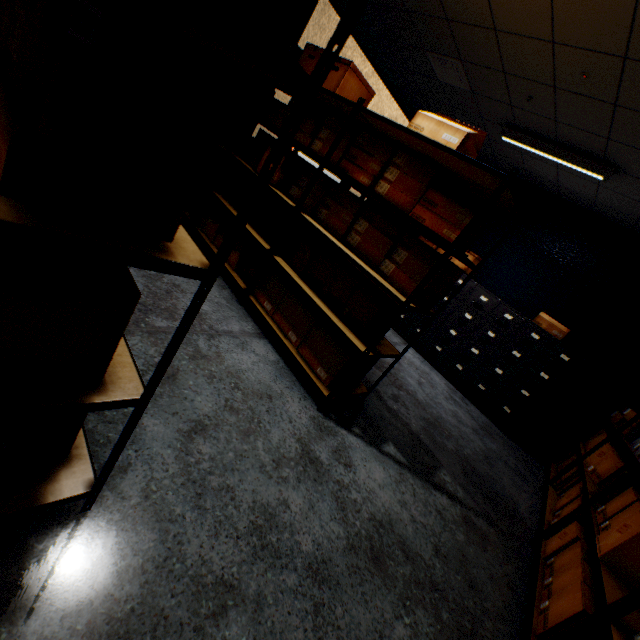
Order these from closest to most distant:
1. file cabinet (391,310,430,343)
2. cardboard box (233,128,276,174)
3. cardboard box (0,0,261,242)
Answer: cardboard box (0,0,261,242) → cardboard box (233,128,276,174) → file cabinet (391,310,430,343)

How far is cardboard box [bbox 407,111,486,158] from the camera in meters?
1.9

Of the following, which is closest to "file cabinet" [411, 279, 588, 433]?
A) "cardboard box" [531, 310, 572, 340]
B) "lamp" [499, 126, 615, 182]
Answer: "cardboard box" [531, 310, 572, 340]

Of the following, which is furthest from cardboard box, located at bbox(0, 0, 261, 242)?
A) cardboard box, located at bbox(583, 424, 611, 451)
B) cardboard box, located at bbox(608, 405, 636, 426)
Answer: cardboard box, located at bbox(583, 424, 611, 451)

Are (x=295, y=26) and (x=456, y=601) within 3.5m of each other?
no

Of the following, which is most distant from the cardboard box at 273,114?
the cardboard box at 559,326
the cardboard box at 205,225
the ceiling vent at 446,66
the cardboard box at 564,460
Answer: the cardboard box at 559,326

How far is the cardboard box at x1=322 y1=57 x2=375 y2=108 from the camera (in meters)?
2.59

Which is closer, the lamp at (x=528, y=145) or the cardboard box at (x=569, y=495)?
the cardboard box at (x=569, y=495)
